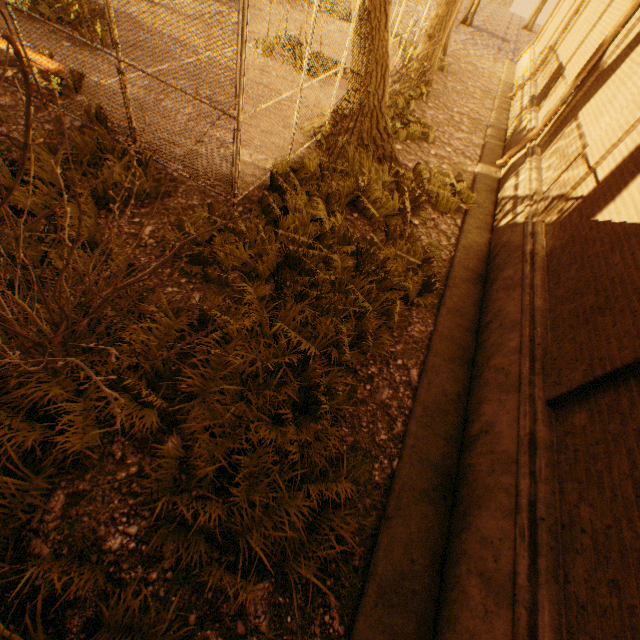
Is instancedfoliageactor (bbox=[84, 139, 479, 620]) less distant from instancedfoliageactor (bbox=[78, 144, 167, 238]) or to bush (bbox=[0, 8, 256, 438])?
instancedfoliageactor (bbox=[78, 144, 167, 238])

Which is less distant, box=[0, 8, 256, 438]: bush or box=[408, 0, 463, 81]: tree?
box=[0, 8, 256, 438]: bush

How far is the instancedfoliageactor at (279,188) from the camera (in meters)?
2.92

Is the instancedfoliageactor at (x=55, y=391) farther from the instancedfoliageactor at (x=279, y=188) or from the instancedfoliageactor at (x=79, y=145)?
the instancedfoliageactor at (x=279, y=188)

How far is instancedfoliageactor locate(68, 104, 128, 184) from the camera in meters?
4.9

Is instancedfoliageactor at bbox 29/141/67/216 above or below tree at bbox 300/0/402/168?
below

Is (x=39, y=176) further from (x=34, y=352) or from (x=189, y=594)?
(x=189, y=594)
